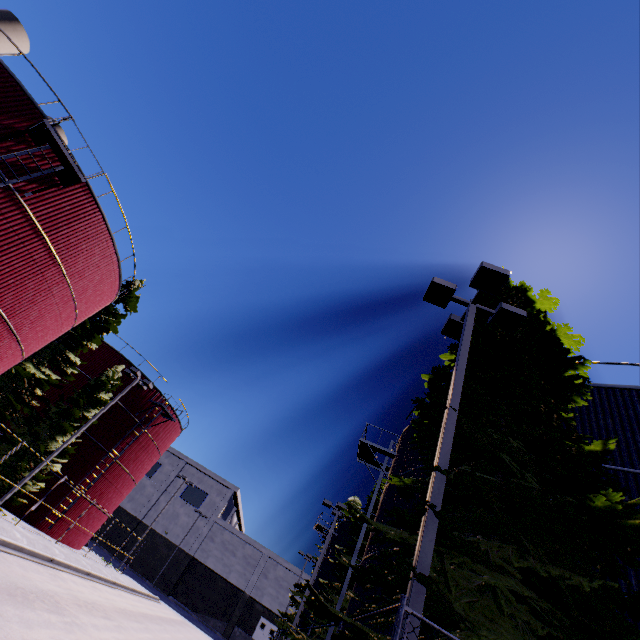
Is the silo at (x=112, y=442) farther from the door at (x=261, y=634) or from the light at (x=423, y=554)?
the door at (x=261, y=634)

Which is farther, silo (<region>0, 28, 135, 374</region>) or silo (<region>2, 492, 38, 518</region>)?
silo (<region>2, 492, 38, 518</region>)

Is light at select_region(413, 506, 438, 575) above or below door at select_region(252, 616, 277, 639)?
above

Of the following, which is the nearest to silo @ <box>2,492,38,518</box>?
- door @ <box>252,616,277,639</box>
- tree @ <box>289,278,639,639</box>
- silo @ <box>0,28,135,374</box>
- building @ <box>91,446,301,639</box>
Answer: silo @ <box>0,28,135,374</box>

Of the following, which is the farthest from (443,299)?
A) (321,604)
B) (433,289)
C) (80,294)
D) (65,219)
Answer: (80,294)

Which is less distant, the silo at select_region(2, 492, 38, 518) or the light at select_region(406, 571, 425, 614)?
the light at select_region(406, 571, 425, 614)

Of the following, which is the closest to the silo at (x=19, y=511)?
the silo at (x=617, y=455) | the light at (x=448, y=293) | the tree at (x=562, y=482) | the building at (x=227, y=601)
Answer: the silo at (x=617, y=455)
